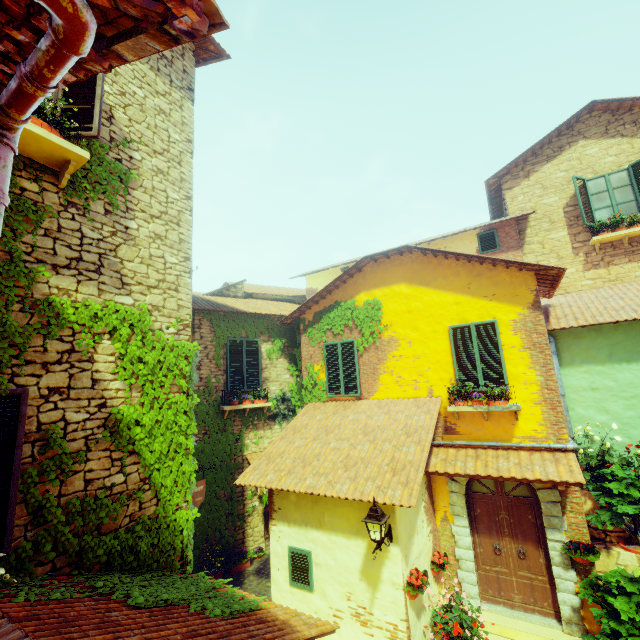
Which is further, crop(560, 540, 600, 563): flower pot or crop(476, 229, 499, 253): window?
crop(476, 229, 499, 253): window

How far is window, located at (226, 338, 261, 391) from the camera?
10.0 meters

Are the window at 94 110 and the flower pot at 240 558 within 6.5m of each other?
no

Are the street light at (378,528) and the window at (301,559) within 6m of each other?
yes

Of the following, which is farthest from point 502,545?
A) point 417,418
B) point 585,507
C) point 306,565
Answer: point 306,565

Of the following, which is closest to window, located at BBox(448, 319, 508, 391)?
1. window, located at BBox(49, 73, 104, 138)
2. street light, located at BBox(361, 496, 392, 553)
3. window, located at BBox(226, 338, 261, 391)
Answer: street light, located at BBox(361, 496, 392, 553)

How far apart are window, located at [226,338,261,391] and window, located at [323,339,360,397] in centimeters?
213cm

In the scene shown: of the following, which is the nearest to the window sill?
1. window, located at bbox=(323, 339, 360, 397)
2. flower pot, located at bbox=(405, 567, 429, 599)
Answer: window, located at bbox=(323, 339, 360, 397)
